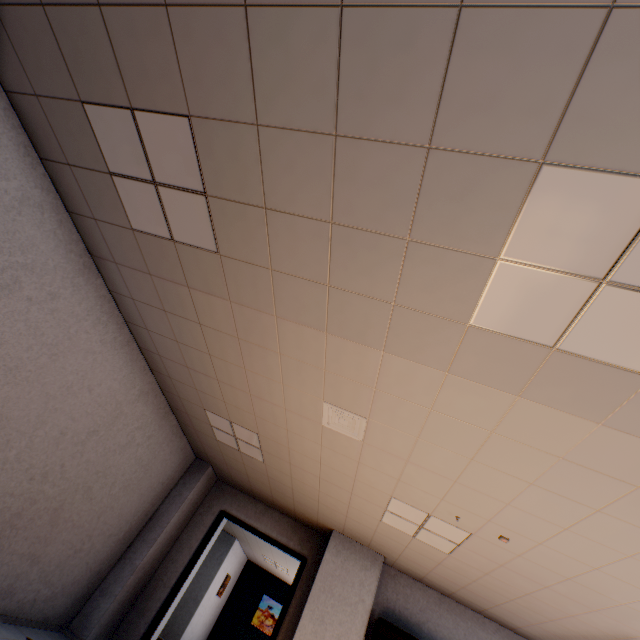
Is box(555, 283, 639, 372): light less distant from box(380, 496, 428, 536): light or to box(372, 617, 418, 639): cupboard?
box(380, 496, 428, 536): light

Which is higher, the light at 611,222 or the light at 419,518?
the light at 611,222

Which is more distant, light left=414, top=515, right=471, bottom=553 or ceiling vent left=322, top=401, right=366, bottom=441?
light left=414, top=515, right=471, bottom=553

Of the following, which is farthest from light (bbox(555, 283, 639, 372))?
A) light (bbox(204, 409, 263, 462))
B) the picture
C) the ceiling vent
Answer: the picture

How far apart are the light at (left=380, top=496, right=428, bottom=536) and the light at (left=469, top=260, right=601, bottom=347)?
3.0m

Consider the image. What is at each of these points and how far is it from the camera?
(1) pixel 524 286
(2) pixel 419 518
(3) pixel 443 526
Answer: (1) light, 1.8 meters
(2) light, 4.2 meters
(3) light, 4.0 meters

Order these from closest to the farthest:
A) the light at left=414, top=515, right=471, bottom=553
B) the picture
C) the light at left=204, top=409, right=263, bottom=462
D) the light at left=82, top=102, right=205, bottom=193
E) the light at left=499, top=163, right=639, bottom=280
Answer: the light at left=499, top=163, right=639, bottom=280, the light at left=82, top=102, right=205, bottom=193, the light at left=414, top=515, right=471, bottom=553, the light at left=204, top=409, right=263, bottom=462, the picture

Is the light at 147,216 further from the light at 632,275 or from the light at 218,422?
the light at 218,422
